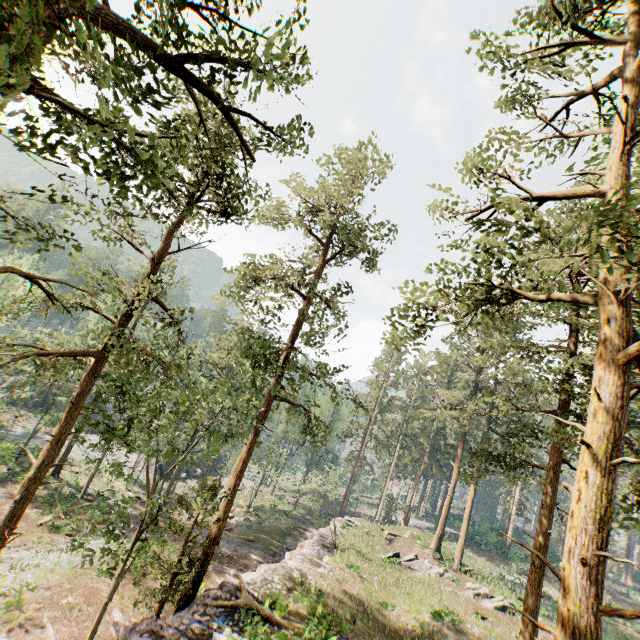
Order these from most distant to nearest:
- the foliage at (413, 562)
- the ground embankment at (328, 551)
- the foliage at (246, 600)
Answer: the foliage at (413, 562), the foliage at (246, 600), the ground embankment at (328, 551)

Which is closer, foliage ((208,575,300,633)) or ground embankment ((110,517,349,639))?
ground embankment ((110,517,349,639))

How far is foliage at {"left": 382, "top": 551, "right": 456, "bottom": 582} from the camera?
27.5m

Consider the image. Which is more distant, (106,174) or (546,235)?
(106,174)

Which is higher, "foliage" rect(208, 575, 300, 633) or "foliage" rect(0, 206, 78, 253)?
"foliage" rect(0, 206, 78, 253)

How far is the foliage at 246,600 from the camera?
14.52m
